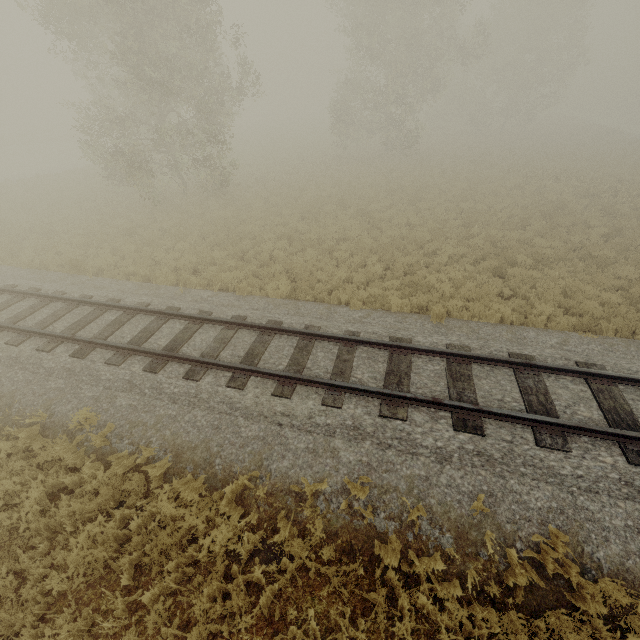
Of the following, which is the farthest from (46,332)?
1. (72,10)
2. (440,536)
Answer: (72,10)
